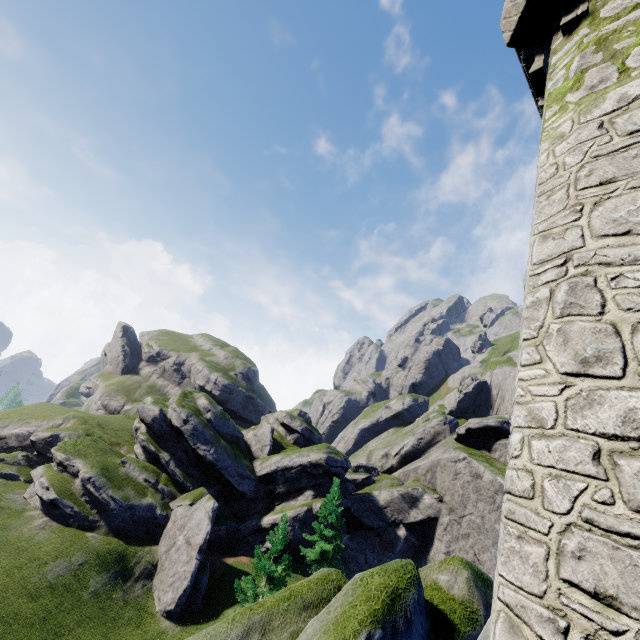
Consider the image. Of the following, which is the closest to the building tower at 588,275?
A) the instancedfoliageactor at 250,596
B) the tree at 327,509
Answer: the instancedfoliageactor at 250,596

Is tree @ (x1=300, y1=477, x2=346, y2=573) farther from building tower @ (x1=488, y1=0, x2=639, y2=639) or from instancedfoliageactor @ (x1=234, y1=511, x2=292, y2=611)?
building tower @ (x1=488, y1=0, x2=639, y2=639)

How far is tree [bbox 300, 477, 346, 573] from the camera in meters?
29.7

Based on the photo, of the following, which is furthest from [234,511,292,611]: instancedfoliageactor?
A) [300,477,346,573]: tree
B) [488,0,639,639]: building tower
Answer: [488,0,639,639]: building tower

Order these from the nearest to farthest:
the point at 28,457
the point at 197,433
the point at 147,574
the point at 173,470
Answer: the point at 147,574 → the point at 173,470 → the point at 197,433 → the point at 28,457

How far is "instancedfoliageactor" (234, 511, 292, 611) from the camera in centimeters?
1944cm

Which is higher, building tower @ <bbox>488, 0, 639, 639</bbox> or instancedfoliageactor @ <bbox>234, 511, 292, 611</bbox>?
building tower @ <bbox>488, 0, 639, 639</bbox>

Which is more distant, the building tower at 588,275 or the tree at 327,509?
the tree at 327,509
